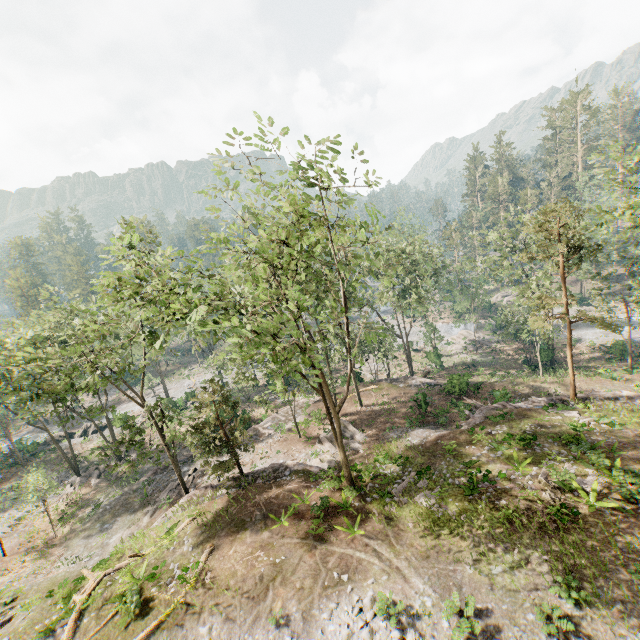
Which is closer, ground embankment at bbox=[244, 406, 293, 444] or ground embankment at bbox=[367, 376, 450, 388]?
ground embankment at bbox=[244, 406, 293, 444]

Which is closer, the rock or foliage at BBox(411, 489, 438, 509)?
foliage at BBox(411, 489, 438, 509)

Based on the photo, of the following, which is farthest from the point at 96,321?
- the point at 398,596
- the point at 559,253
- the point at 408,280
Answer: the point at 408,280

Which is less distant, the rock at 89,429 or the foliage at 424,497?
the foliage at 424,497

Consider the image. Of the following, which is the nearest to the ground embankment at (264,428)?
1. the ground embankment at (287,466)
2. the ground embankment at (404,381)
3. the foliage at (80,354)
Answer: the foliage at (80,354)

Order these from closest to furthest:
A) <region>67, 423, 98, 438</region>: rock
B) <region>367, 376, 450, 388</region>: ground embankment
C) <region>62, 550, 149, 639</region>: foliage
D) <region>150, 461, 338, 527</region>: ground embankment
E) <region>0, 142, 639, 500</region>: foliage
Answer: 1. <region>0, 142, 639, 500</region>: foliage
2. <region>62, 550, 149, 639</region>: foliage
3. <region>150, 461, 338, 527</region>: ground embankment
4. <region>367, 376, 450, 388</region>: ground embankment
5. <region>67, 423, 98, 438</region>: rock

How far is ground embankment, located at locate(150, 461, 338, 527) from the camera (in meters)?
21.71

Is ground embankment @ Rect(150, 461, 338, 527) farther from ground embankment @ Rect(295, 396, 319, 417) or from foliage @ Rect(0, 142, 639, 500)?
ground embankment @ Rect(295, 396, 319, 417)
